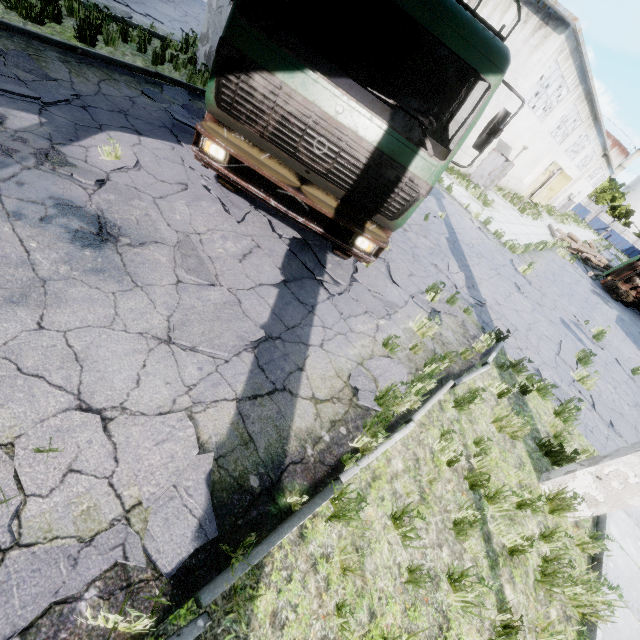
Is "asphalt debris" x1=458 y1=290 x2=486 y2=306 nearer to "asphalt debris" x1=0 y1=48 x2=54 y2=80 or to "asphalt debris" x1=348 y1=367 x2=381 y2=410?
"asphalt debris" x1=348 y1=367 x2=381 y2=410

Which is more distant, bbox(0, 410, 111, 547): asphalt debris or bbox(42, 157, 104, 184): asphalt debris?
bbox(42, 157, 104, 184): asphalt debris

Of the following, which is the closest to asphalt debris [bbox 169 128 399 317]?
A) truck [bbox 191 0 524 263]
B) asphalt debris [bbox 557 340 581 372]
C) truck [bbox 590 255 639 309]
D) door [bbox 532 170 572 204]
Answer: truck [bbox 191 0 524 263]

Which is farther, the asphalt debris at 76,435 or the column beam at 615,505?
the column beam at 615,505

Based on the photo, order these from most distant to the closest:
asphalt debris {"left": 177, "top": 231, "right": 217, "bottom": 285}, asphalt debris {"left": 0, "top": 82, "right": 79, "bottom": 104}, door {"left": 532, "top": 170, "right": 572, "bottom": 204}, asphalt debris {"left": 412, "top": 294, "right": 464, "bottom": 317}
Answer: door {"left": 532, "top": 170, "right": 572, "bottom": 204}, asphalt debris {"left": 412, "top": 294, "right": 464, "bottom": 317}, asphalt debris {"left": 0, "top": 82, "right": 79, "bottom": 104}, asphalt debris {"left": 177, "top": 231, "right": 217, "bottom": 285}

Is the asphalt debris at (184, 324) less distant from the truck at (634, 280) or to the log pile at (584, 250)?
the truck at (634, 280)

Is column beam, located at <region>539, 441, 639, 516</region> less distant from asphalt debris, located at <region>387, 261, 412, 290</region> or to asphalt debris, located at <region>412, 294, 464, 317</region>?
asphalt debris, located at <region>387, 261, 412, 290</region>

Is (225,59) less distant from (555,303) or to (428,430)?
(428,430)
